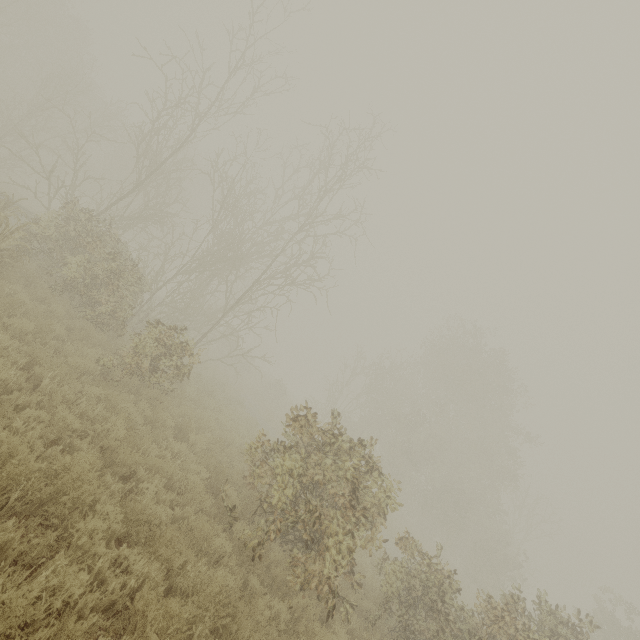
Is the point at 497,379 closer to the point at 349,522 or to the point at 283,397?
the point at 283,397
